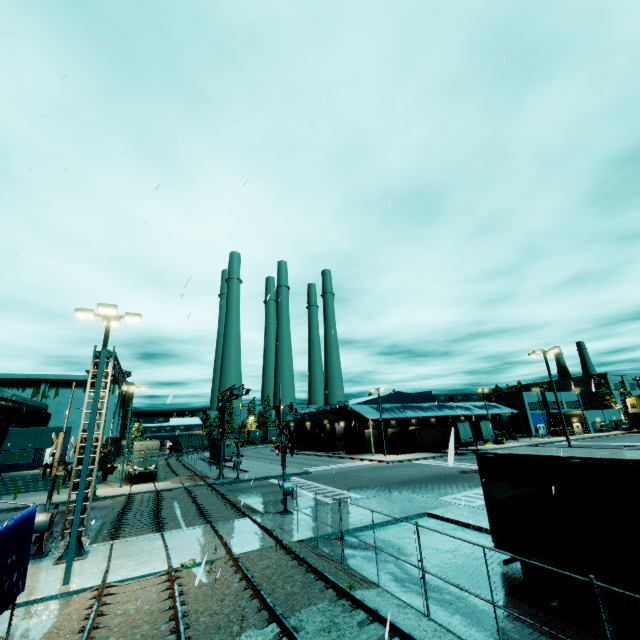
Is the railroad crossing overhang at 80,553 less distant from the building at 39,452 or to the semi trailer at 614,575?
the semi trailer at 614,575

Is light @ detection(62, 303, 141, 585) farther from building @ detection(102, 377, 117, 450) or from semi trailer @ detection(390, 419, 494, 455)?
building @ detection(102, 377, 117, 450)

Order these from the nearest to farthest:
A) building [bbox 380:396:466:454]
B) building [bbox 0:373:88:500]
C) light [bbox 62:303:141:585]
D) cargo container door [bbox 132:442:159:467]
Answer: light [bbox 62:303:141:585], building [bbox 0:373:88:500], cargo container door [bbox 132:442:159:467], building [bbox 380:396:466:454]

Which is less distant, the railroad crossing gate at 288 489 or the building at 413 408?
the railroad crossing gate at 288 489

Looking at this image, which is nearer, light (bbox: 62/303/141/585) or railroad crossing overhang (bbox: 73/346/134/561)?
light (bbox: 62/303/141/585)

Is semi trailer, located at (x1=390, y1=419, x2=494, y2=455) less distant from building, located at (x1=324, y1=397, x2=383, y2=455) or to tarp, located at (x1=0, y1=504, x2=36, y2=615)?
building, located at (x1=324, y1=397, x2=383, y2=455)

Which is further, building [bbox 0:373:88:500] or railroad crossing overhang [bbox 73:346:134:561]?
building [bbox 0:373:88:500]

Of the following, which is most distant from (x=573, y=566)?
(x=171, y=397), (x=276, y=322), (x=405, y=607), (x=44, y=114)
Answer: (x=44, y=114)
